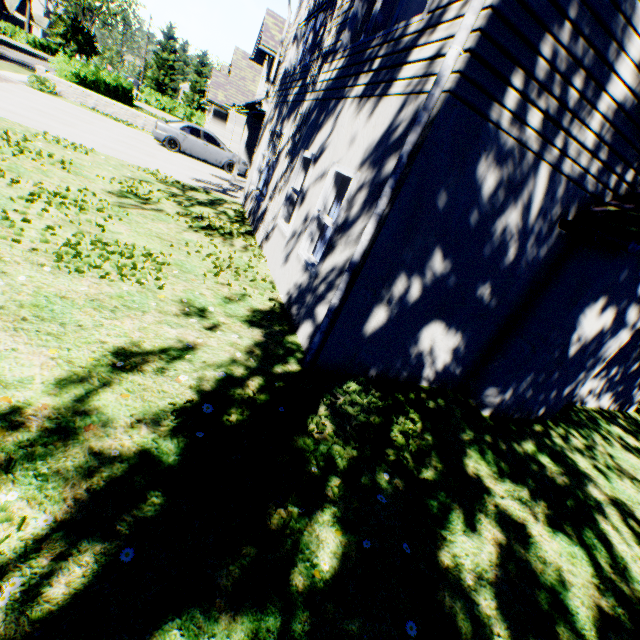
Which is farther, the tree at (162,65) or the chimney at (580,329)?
the tree at (162,65)

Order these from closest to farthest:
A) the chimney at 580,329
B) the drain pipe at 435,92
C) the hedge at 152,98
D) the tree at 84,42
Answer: the drain pipe at 435,92 → the chimney at 580,329 → the hedge at 152,98 → the tree at 84,42

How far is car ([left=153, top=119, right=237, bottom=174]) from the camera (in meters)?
16.08

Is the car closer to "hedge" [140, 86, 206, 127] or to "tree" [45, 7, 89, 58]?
"tree" [45, 7, 89, 58]

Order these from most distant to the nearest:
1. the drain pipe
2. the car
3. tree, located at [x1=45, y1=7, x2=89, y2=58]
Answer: tree, located at [x1=45, y1=7, x2=89, y2=58], the car, the drain pipe

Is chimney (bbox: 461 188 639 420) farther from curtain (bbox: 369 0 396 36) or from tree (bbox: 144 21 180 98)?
tree (bbox: 144 21 180 98)

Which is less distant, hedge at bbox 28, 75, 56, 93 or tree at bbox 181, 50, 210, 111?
hedge at bbox 28, 75, 56, 93

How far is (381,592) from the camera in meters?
2.4
